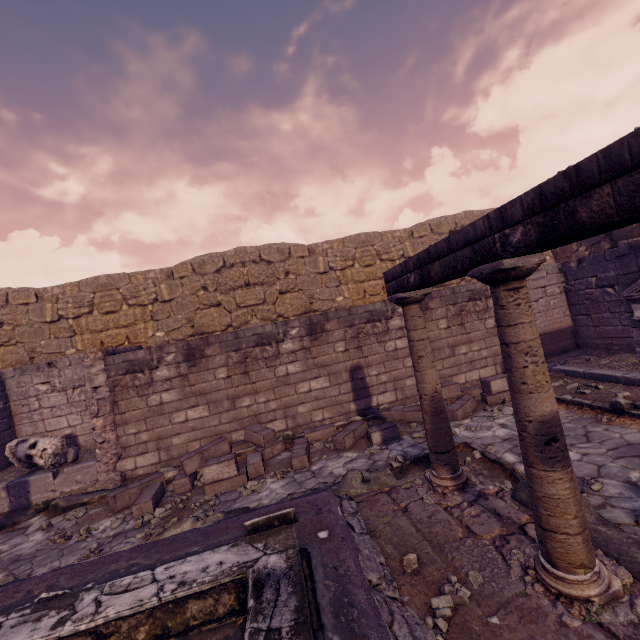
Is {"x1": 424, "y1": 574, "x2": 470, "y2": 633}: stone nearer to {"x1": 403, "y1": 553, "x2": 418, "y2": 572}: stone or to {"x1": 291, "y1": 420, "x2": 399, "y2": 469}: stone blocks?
{"x1": 403, "y1": 553, "x2": 418, "y2": 572}: stone

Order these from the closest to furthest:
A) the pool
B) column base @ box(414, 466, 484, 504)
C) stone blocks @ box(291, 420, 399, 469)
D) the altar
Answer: the pool → column base @ box(414, 466, 484, 504) → the altar → stone blocks @ box(291, 420, 399, 469)

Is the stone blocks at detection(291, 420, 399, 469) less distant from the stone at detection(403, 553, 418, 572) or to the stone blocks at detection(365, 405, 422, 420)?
the stone blocks at detection(365, 405, 422, 420)

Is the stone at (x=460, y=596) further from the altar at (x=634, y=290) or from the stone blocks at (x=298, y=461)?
the altar at (x=634, y=290)

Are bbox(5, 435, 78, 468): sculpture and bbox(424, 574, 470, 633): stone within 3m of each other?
no

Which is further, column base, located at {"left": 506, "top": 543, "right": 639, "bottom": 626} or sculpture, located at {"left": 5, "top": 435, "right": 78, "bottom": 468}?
sculpture, located at {"left": 5, "top": 435, "right": 78, "bottom": 468}

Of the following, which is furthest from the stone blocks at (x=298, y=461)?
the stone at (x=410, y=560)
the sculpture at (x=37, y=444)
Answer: the sculpture at (x=37, y=444)

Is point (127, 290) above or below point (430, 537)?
above
